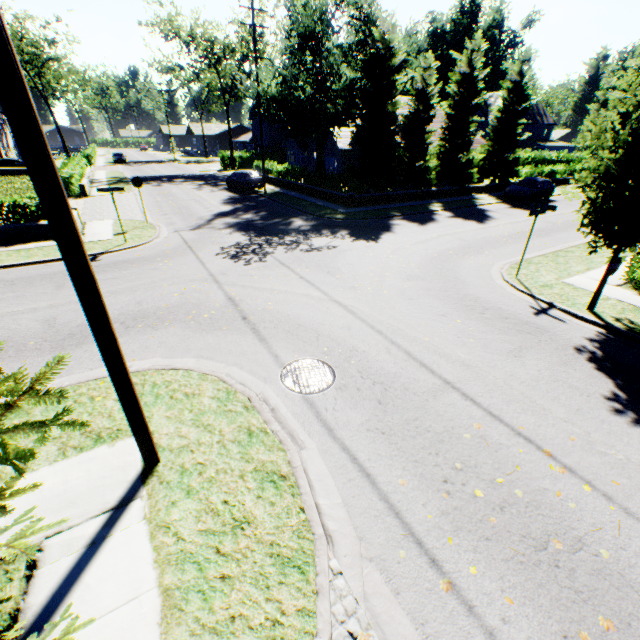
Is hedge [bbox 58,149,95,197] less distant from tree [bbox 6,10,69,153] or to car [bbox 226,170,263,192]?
car [bbox 226,170,263,192]

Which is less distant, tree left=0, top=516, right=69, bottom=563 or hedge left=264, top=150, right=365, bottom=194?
tree left=0, top=516, right=69, bottom=563

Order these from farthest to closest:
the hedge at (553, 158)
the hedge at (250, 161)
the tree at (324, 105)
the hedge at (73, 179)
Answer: the hedge at (250, 161) → the hedge at (553, 158) → the hedge at (73, 179) → the tree at (324, 105)

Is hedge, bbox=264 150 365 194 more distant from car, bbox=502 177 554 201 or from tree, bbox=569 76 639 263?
car, bbox=502 177 554 201

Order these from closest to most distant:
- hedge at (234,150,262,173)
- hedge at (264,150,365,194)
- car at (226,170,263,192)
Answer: hedge at (264,150,365,194)
car at (226,170,263,192)
hedge at (234,150,262,173)

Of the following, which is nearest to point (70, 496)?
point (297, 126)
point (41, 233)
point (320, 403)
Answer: point (320, 403)

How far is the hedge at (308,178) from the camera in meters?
22.6 m

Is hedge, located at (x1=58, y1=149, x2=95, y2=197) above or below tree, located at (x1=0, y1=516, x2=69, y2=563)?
below
